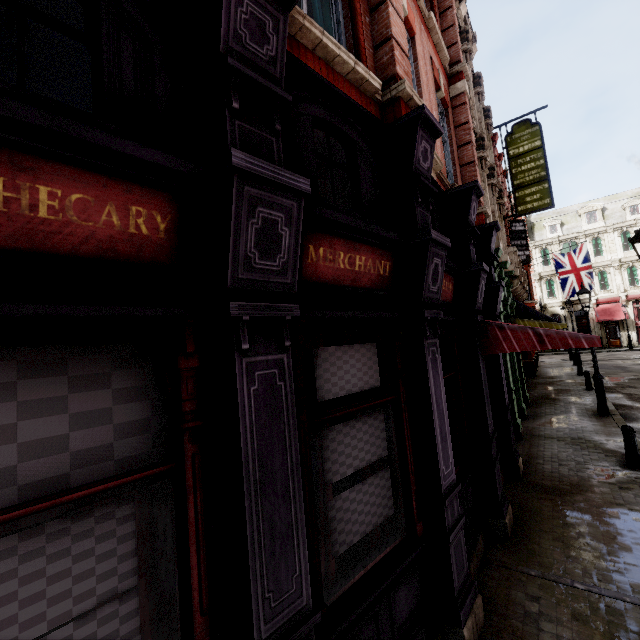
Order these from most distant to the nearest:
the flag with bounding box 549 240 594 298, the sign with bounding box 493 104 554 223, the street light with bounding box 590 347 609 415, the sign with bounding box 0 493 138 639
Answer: the flag with bounding box 549 240 594 298 → the sign with bounding box 493 104 554 223 → the street light with bounding box 590 347 609 415 → the sign with bounding box 0 493 138 639

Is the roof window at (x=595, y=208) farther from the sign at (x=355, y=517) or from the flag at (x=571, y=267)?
the sign at (x=355, y=517)

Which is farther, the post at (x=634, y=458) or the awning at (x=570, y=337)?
the post at (x=634, y=458)

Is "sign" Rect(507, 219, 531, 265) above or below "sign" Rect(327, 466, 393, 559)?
above

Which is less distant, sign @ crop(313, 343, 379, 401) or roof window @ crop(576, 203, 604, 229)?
sign @ crop(313, 343, 379, 401)

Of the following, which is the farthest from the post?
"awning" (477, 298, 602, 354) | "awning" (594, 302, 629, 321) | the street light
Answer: "awning" (594, 302, 629, 321)

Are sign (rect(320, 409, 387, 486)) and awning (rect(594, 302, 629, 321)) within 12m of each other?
no

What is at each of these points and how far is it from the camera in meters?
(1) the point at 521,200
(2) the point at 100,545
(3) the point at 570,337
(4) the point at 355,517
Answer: (1) sign, 15.1 m
(2) sign, 1.7 m
(3) awning, 5.2 m
(4) sign, 3.1 m
